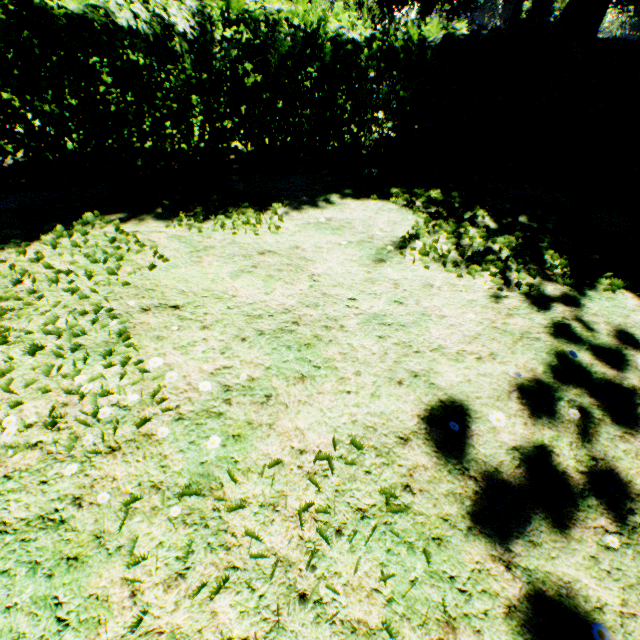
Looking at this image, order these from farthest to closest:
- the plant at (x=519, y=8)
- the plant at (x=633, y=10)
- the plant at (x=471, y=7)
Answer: the plant at (x=471, y=7), the plant at (x=519, y=8), the plant at (x=633, y=10)

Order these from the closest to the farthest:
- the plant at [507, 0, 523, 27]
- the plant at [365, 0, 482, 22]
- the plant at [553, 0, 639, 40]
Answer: the plant at [553, 0, 639, 40] → the plant at [507, 0, 523, 27] → the plant at [365, 0, 482, 22]

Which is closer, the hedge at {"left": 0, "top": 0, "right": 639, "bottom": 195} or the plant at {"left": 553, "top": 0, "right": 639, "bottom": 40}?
the hedge at {"left": 0, "top": 0, "right": 639, "bottom": 195}

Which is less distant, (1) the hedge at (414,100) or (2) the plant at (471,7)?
(1) the hedge at (414,100)

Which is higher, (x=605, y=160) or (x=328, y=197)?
(x=605, y=160)

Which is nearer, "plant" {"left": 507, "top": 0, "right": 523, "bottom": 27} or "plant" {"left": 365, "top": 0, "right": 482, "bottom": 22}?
"plant" {"left": 507, "top": 0, "right": 523, "bottom": 27}
